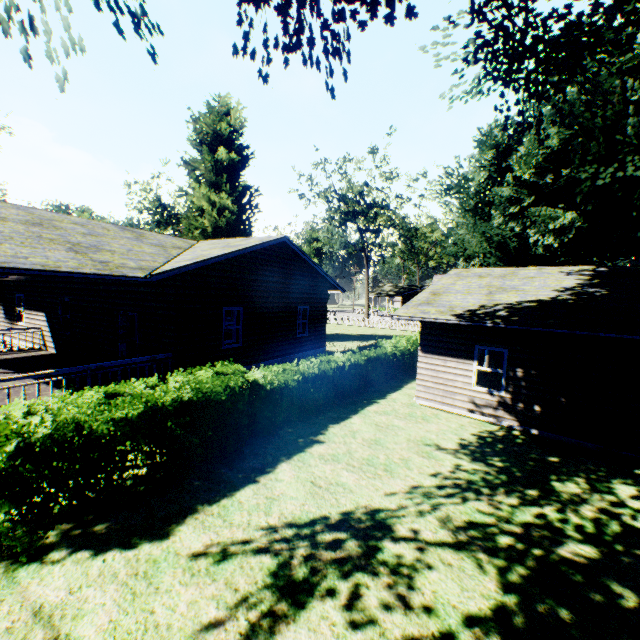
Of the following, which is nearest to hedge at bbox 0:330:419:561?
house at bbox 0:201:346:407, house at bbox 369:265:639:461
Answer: house at bbox 0:201:346:407

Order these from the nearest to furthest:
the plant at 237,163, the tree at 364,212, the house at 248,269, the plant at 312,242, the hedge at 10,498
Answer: the hedge at 10,498 → the house at 248,269 → the plant at 237,163 → the tree at 364,212 → the plant at 312,242

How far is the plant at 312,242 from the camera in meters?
54.4

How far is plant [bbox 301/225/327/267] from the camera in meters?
54.4 m

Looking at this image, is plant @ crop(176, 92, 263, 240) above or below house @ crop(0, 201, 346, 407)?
above

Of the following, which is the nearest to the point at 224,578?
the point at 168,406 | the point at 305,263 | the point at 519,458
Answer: the point at 168,406

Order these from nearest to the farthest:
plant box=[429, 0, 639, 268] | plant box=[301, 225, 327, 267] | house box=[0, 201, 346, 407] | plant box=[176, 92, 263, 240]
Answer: plant box=[429, 0, 639, 268]
house box=[0, 201, 346, 407]
plant box=[176, 92, 263, 240]
plant box=[301, 225, 327, 267]
